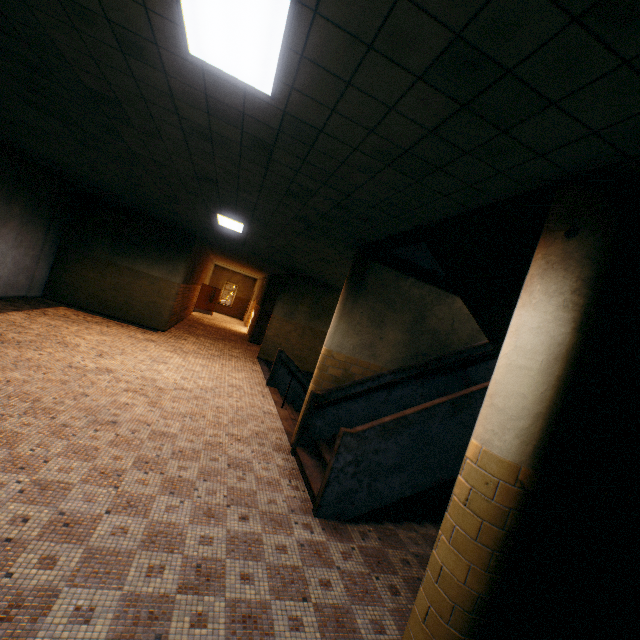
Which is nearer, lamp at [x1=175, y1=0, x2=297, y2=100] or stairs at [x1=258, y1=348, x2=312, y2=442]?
lamp at [x1=175, y1=0, x2=297, y2=100]

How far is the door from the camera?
23.0 meters

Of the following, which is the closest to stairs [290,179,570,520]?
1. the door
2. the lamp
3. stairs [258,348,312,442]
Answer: stairs [258,348,312,442]

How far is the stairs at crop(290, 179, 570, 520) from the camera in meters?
3.2

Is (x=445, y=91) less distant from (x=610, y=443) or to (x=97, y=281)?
(x=610, y=443)

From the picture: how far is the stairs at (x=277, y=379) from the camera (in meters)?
7.62

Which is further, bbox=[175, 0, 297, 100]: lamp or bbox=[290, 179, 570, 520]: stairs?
bbox=[290, 179, 570, 520]: stairs

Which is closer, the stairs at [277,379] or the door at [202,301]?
the stairs at [277,379]
